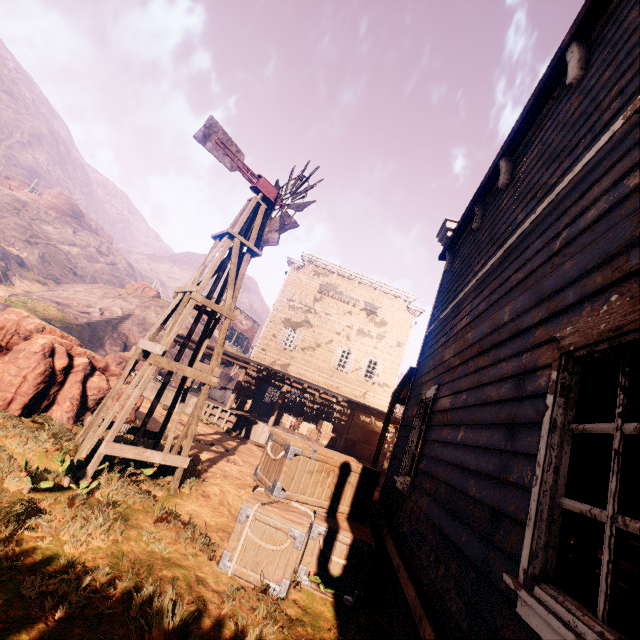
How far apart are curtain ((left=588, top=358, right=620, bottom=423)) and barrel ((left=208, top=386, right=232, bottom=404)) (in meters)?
19.92

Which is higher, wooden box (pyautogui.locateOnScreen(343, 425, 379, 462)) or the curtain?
the curtain

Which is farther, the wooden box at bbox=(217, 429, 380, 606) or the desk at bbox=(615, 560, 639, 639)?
the wooden box at bbox=(217, 429, 380, 606)

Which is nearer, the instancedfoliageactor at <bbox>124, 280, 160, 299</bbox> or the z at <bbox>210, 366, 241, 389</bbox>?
the z at <bbox>210, 366, 241, 389</bbox>

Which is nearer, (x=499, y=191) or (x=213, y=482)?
(x=499, y=191)

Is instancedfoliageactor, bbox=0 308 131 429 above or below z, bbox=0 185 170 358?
below

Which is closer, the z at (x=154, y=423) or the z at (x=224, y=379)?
the z at (x=154, y=423)

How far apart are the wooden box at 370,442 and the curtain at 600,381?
18.17m
